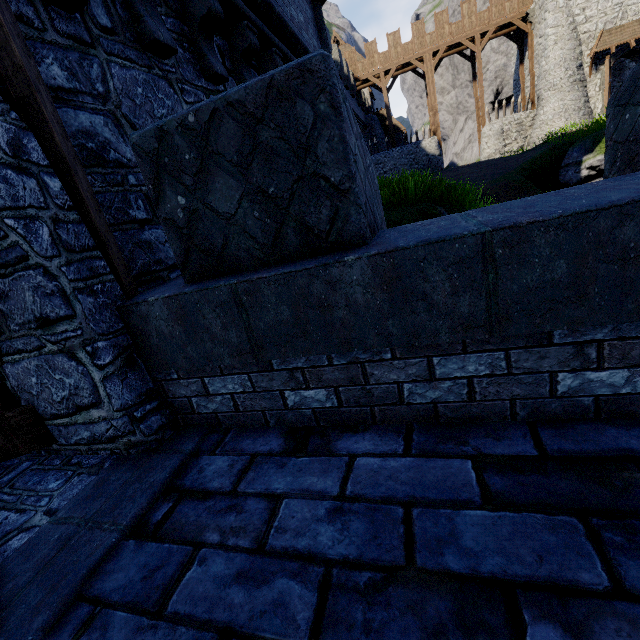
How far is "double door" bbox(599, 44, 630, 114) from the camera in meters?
22.4 m

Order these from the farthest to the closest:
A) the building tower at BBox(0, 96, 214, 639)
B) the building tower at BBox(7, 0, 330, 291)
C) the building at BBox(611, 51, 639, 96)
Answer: the building at BBox(611, 51, 639, 96), the building tower at BBox(7, 0, 330, 291), the building tower at BBox(0, 96, 214, 639)

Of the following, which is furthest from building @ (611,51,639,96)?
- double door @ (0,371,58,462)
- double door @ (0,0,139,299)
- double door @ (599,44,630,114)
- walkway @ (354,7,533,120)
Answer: double door @ (0,371,58,462)

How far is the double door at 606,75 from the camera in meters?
22.4

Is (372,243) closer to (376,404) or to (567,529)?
(376,404)

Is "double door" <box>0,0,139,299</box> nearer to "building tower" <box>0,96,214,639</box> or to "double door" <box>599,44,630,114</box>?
"building tower" <box>0,96,214,639</box>

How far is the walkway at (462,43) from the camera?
26.2m

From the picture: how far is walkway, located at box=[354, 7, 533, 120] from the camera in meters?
26.2
